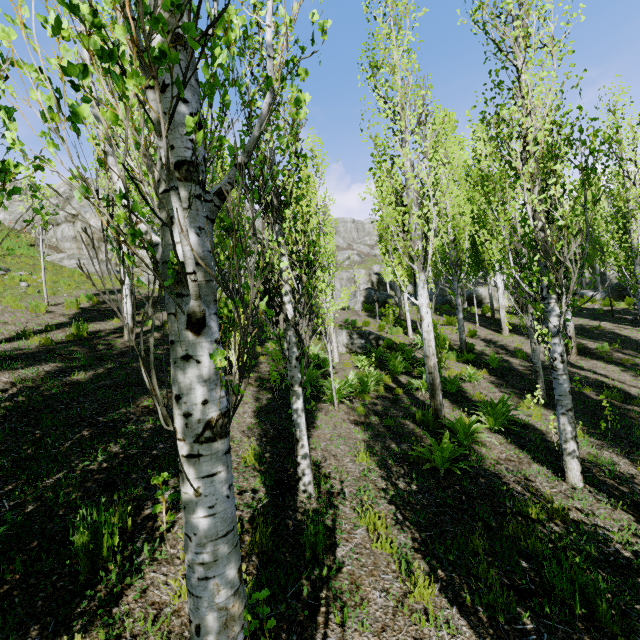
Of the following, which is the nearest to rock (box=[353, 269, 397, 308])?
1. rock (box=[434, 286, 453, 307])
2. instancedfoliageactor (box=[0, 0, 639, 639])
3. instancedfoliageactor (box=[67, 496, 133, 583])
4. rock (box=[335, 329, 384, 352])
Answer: instancedfoliageactor (box=[0, 0, 639, 639])

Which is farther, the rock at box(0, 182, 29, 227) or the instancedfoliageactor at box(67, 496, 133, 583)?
the rock at box(0, 182, 29, 227)

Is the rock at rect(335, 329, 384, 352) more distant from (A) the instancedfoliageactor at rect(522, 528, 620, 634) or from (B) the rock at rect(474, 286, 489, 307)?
(A) the instancedfoliageactor at rect(522, 528, 620, 634)

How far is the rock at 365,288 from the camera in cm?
2712

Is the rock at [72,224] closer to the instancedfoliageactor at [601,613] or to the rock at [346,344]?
the instancedfoliageactor at [601,613]

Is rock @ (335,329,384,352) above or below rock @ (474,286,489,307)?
below

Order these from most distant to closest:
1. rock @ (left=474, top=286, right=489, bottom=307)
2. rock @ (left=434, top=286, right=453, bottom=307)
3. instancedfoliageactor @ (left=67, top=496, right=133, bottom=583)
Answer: rock @ (left=434, top=286, right=453, bottom=307), rock @ (left=474, top=286, right=489, bottom=307), instancedfoliageactor @ (left=67, top=496, right=133, bottom=583)

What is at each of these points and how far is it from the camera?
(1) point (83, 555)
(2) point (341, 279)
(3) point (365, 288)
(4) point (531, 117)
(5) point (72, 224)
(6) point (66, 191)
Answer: (1) instancedfoliageactor, 2.9m
(2) rock, 41.2m
(3) rock, 31.0m
(4) instancedfoliageactor, 5.1m
(5) rock, 21.6m
(6) rock, 29.8m
